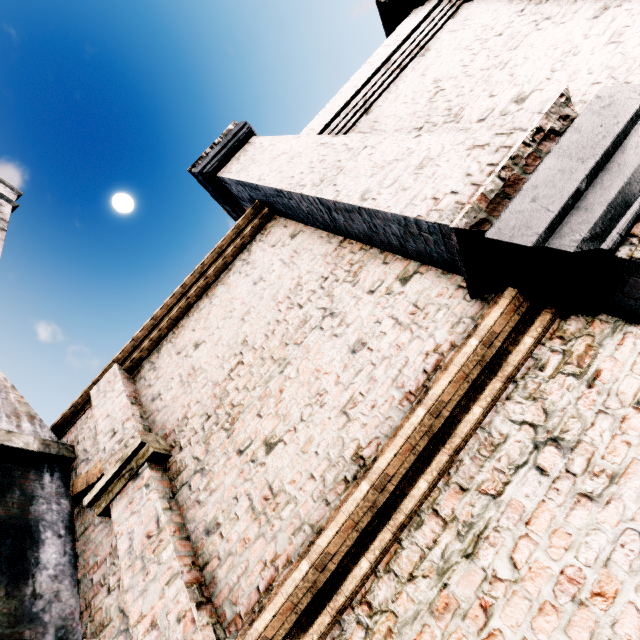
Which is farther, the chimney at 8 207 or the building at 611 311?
the chimney at 8 207

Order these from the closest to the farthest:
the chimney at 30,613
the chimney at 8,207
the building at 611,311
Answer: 1. the building at 611,311
2. the chimney at 30,613
3. the chimney at 8,207

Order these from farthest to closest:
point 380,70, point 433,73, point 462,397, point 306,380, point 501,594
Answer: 1. point 380,70
2. point 433,73
3. point 306,380
4. point 462,397
5. point 501,594

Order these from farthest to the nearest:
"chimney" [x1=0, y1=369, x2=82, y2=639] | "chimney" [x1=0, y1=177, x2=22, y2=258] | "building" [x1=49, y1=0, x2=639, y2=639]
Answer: "chimney" [x1=0, y1=177, x2=22, y2=258] → "chimney" [x1=0, y1=369, x2=82, y2=639] → "building" [x1=49, y1=0, x2=639, y2=639]

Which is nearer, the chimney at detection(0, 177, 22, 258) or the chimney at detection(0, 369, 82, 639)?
the chimney at detection(0, 369, 82, 639)

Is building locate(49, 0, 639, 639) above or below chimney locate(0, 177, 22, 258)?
below

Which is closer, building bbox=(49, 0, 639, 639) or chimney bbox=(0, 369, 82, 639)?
building bbox=(49, 0, 639, 639)
